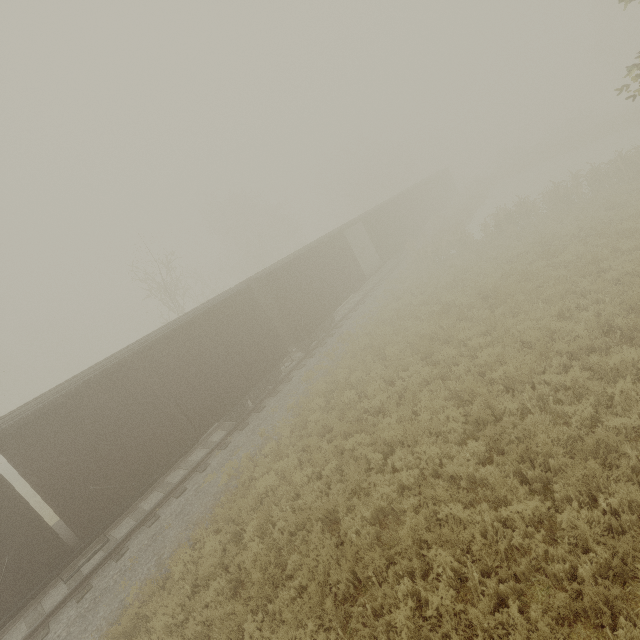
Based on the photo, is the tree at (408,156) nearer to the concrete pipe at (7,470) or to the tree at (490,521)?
the tree at (490,521)

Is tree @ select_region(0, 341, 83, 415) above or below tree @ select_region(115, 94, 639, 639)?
above

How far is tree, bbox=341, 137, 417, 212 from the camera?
45.8 meters

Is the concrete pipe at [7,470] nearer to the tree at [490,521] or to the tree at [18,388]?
the tree at [18,388]

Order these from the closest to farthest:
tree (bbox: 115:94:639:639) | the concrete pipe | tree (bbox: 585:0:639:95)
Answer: tree (bbox: 115:94:639:639)
tree (bbox: 585:0:639:95)
the concrete pipe

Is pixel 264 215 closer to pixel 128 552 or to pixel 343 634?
pixel 128 552

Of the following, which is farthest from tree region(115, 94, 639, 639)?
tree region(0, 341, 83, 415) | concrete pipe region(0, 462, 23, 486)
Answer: tree region(0, 341, 83, 415)

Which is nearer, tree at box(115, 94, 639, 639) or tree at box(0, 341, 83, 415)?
tree at box(115, 94, 639, 639)
